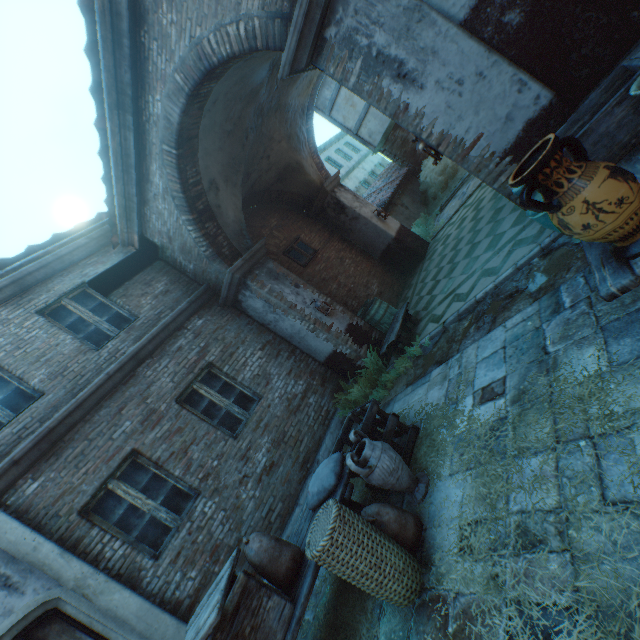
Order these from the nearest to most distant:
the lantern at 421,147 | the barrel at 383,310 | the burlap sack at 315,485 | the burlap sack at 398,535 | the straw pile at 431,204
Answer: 1. the burlap sack at 398,535
2. the burlap sack at 315,485
3. the lantern at 421,147
4. the barrel at 383,310
5. the straw pile at 431,204

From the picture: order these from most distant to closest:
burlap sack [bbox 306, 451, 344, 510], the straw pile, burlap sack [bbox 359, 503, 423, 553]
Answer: the straw pile
burlap sack [bbox 306, 451, 344, 510]
burlap sack [bbox 359, 503, 423, 553]

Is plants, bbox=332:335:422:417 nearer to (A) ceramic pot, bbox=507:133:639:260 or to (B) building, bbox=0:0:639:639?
(B) building, bbox=0:0:639:639

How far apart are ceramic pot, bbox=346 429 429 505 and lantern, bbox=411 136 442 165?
3.69m

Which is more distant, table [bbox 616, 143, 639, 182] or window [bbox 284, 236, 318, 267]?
window [bbox 284, 236, 318, 267]

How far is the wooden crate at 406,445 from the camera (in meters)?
4.01

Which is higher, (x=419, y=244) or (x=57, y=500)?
(x=57, y=500)

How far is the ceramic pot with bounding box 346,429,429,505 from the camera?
3.3 meters
